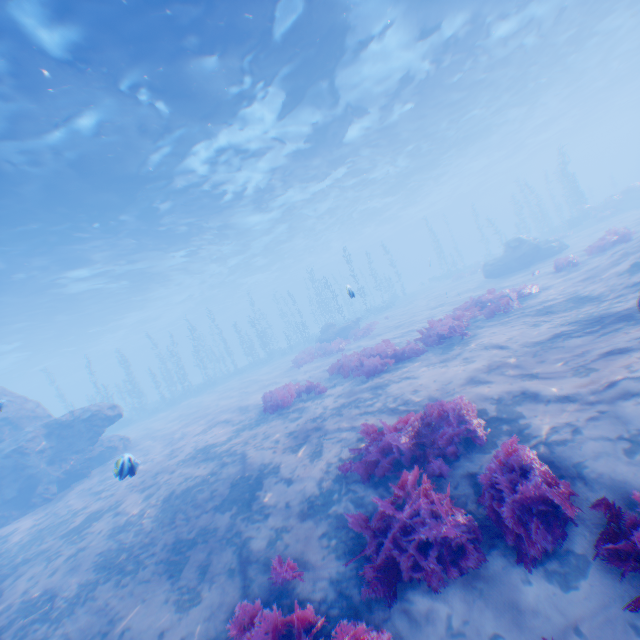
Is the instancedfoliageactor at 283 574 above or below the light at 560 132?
below

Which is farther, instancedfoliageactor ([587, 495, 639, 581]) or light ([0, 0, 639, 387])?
light ([0, 0, 639, 387])

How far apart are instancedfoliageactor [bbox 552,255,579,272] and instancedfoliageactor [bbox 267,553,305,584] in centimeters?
1623cm

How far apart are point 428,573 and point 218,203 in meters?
23.8

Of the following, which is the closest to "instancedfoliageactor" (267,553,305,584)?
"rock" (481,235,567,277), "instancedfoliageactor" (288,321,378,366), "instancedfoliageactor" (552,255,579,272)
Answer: "rock" (481,235,567,277)

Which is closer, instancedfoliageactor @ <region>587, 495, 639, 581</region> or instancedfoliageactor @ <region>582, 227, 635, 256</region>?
instancedfoliageactor @ <region>587, 495, 639, 581</region>

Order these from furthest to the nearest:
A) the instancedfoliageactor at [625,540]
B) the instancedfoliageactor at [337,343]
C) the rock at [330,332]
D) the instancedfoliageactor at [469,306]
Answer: the rock at [330,332]
the instancedfoliageactor at [337,343]
the instancedfoliageactor at [469,306]
the instancedfoliageactor at [625,540]

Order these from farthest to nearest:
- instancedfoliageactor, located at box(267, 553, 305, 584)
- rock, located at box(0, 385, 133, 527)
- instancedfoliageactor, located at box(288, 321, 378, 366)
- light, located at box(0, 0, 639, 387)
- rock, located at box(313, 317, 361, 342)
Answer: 1. rock, located at box(313, 317, 361, 342)
2. instancedfoliageactor, located at box(288, 321, 378, 366)
3. rock, located at box(0, 385, 133, 527)
4. light, located at box(0, 0, 639, 387)
5. instancedfoliageactor, located at box(267, 553, 305, 584)
